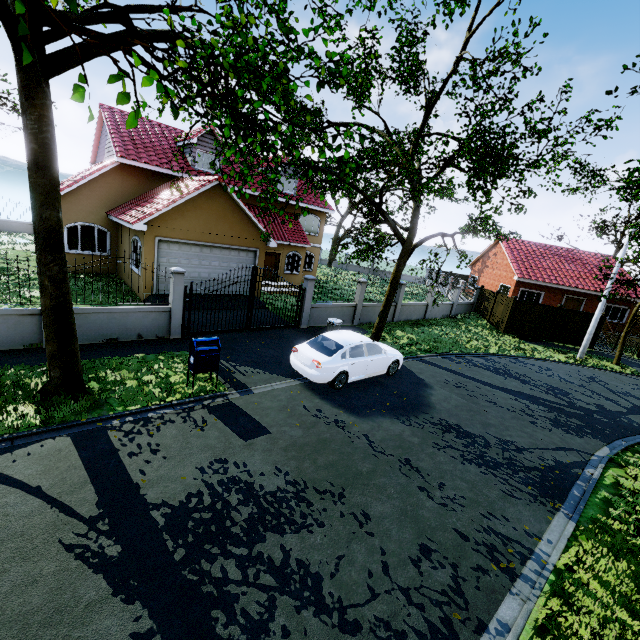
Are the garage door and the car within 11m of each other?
yes

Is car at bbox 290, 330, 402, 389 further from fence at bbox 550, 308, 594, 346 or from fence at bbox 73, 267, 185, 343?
fence at bbox 73, 267, 185, 343

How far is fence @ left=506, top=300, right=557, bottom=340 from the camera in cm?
2147

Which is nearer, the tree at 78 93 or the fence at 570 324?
the tree at 78 93

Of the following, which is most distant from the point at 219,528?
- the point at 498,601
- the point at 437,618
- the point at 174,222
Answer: the point at 174,222

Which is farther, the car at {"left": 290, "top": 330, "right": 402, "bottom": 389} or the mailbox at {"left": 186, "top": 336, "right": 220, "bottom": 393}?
the car at {"left": 290, "top": 330, "right": 402, "bottom": 389}

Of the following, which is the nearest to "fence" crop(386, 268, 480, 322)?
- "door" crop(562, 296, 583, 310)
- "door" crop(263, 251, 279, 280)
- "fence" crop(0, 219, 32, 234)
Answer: "door" crop(562, 296, 583, 310)

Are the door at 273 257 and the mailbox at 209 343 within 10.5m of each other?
no
